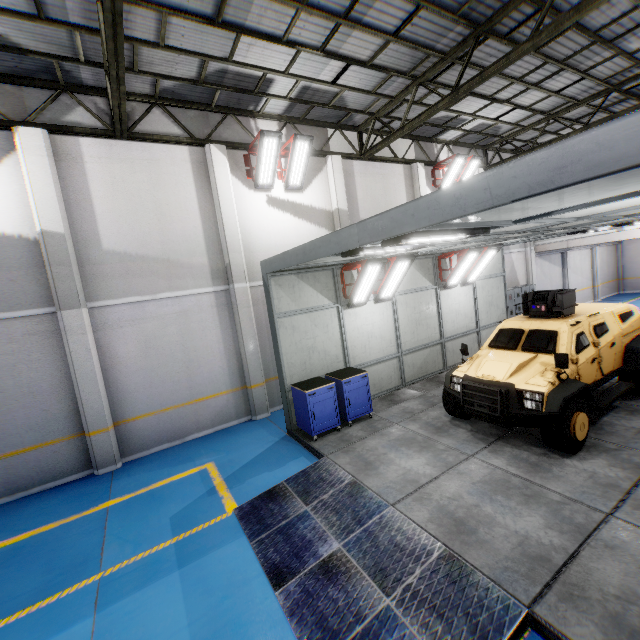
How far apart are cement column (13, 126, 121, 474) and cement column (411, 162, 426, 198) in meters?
11.5

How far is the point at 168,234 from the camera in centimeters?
855cm

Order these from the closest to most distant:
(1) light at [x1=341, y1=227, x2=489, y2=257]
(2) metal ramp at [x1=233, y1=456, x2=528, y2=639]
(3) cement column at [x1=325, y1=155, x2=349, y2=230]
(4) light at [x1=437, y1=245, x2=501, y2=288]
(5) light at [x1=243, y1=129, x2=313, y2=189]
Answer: (2) metal ramp at [x1=233, y1=456, x2=528, y2=639], (1) light at [x1=341, y1=227, x2=489, y2=257], (5) light at [x1=243, y1=129, x2=313, y2=189], (4) light at [x1=437, y1=245, x2=501, y2=288], (3) cement column at [x1=325, y1=155, x2=349, y2=230]

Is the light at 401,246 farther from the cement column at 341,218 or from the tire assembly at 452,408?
the cement column at 341,218

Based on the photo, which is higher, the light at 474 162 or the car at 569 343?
the light at 474 162

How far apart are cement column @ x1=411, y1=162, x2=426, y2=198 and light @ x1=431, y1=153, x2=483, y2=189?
0.54m

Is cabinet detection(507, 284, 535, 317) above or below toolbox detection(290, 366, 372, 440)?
above

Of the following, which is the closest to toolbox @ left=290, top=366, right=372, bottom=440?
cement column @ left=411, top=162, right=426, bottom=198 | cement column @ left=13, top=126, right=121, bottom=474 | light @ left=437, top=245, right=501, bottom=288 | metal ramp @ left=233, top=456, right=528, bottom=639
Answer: metal ramp @ left=233, top=456, right=528, bottom=639
